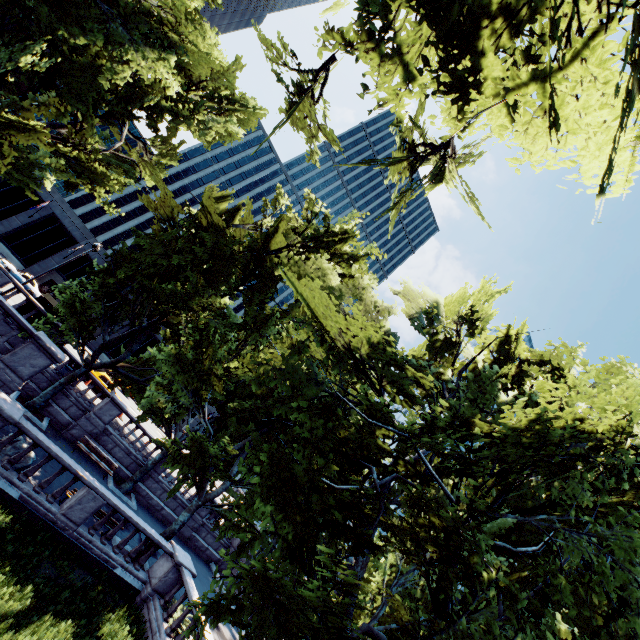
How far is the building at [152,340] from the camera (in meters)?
50.34

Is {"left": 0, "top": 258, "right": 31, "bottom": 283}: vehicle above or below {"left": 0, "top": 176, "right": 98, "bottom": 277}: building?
below

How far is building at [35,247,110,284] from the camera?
43.9m

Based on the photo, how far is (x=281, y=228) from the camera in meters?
15.7

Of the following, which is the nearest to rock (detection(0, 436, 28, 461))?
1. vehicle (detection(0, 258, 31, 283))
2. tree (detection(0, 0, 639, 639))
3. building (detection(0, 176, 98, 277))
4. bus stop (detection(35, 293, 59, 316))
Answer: tree (detection(0, 0, 639, 639))

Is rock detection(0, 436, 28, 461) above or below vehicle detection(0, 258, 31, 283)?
below

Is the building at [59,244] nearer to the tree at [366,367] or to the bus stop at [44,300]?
the tree at [366,367]
